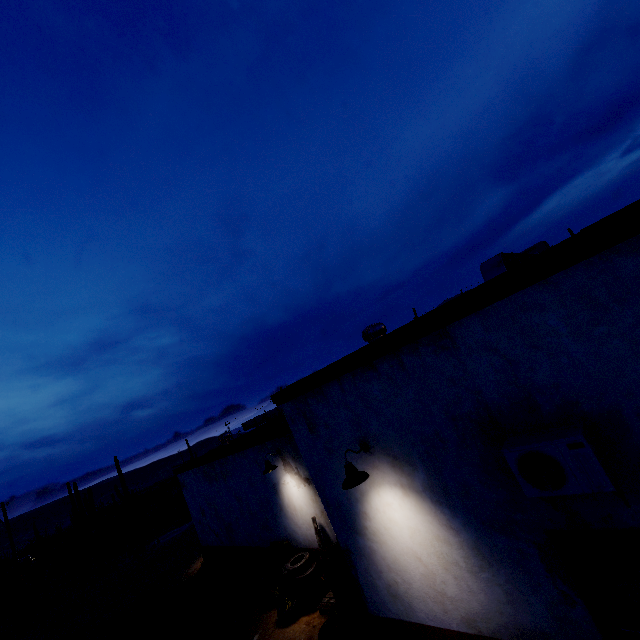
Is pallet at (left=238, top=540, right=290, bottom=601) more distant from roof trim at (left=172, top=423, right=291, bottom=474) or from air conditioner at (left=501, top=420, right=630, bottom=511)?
air conditioner at (left=501, top=420, right=630, bottom=511)

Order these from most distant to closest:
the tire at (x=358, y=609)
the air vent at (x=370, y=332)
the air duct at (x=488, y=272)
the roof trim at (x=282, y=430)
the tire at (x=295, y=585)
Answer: the roof trim at (x=282, y=430)
the tire at (x=295, y=585)
the air vent at (x=370, y=332)
the tire at (x=358, y=609)
the air duct at (x=488, y=272)

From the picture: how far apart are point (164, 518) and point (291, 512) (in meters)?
28.57

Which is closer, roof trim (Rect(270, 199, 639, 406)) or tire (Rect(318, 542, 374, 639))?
roof trim (Rect(270, 199, 639, 406))

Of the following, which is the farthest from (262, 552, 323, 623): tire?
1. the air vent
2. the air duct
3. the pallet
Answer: the air duct

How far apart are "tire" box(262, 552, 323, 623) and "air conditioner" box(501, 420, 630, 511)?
6.82m

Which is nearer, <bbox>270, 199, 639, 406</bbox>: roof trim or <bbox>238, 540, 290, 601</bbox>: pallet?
<bbox>270, 199, 639, 406</bbox>: roof trim

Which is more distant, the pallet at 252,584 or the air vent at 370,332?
the pallet at 252,584
